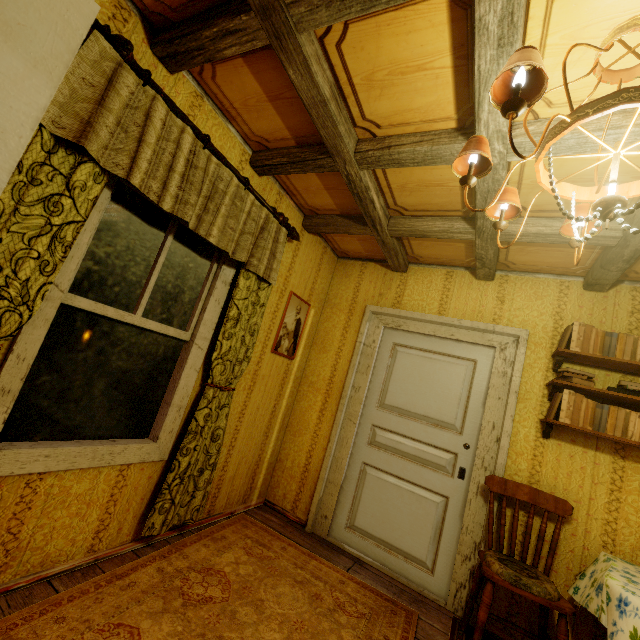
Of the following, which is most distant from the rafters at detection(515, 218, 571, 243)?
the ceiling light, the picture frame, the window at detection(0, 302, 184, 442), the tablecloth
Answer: the tablecloth

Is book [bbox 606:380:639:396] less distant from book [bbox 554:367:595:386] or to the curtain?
book [bbox 554:367:595:386]

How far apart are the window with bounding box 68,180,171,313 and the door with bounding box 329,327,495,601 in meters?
1.9

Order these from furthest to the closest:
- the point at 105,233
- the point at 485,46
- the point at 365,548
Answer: the point at 365,548, the point at 105,233, the point at 485,46

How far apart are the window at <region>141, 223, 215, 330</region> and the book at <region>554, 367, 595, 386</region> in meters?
2.8 m

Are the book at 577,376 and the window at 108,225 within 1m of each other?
no

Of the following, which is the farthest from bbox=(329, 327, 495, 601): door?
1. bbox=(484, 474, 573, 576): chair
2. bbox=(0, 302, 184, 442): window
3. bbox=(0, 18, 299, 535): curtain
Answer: bbox=(0, 302, 184, 442): window

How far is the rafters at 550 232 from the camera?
2.2m
